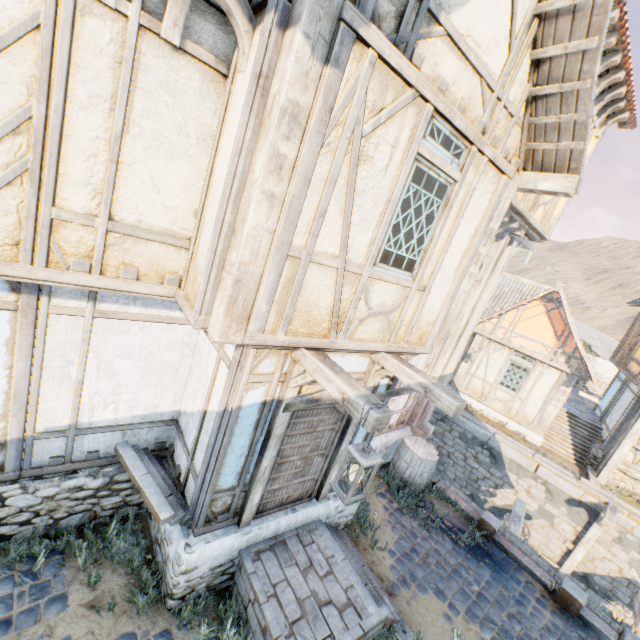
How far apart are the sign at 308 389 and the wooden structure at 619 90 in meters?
7.5

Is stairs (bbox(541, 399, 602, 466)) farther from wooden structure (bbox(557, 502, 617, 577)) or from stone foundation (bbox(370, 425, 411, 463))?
stone foundation (bbox(370, 425, 411, 463))

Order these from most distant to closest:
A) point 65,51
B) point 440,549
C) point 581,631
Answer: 1. point 440,549
2. point 581,631
3. point 65,51

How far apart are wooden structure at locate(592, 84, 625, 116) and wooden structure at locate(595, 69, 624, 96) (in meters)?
0.35

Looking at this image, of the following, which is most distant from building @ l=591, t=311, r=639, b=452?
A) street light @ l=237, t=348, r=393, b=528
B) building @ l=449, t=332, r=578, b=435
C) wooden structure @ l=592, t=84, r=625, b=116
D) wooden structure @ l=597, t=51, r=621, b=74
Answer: street light @ l=237, t=348, r=393, b=528

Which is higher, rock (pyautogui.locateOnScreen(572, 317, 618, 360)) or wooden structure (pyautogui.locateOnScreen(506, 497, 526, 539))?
rock (pyautogui.locateOnScreen(572, 317, 618, 360))

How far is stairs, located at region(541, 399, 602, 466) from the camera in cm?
1333

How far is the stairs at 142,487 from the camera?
4.1 meters
